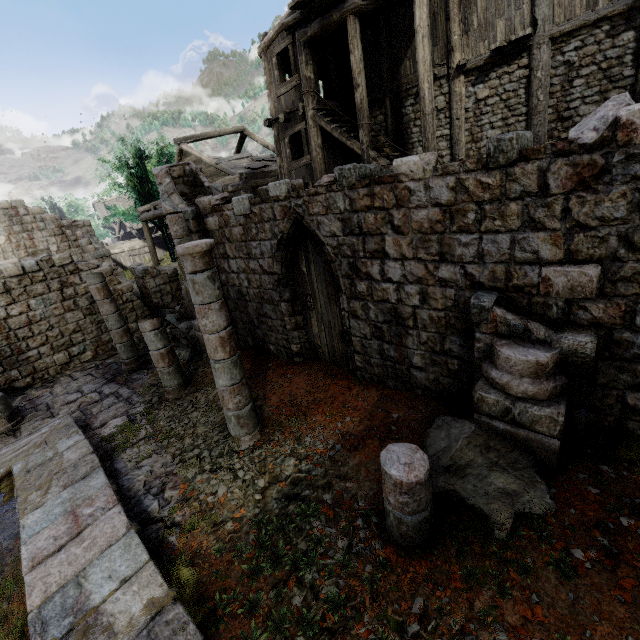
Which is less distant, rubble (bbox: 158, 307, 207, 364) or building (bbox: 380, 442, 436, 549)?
building (bbox: 380, 442, 436, 549)

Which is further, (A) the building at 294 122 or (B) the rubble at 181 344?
(B) the rubble at 181 344

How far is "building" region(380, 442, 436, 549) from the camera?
3.5m

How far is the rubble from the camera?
10.6 meters

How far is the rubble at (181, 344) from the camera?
10.6 meters

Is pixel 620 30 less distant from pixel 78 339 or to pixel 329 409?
pixel 329 409
